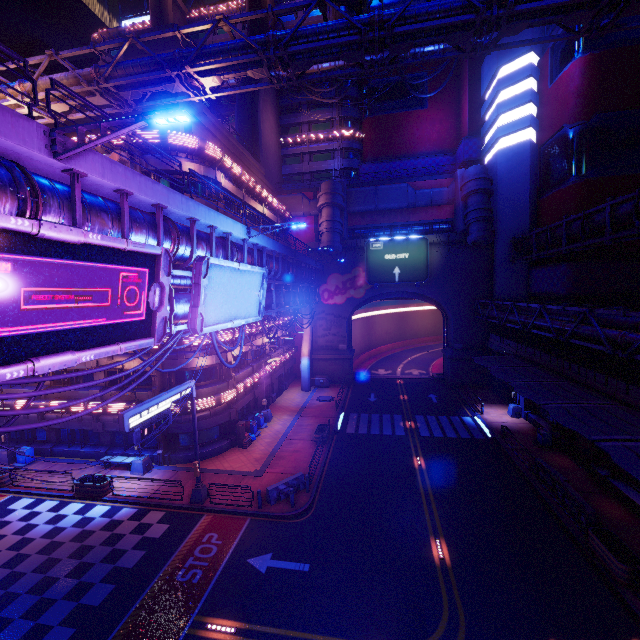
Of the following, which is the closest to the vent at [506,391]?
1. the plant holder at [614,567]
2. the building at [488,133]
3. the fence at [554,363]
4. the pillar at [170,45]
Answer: the fence at [554,363]

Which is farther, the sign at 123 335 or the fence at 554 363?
the fence at 554 363

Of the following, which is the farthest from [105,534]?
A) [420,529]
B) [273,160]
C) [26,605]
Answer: [273,160]

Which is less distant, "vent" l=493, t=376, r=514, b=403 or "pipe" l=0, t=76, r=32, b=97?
"pipe" l=0, t=76, r=32, b=97

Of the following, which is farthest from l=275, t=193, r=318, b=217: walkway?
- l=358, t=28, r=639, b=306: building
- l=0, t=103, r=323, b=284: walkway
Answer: l=358, t=28, r=639, b=306: building

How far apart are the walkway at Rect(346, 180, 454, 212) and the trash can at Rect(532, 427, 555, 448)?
27.6 meters

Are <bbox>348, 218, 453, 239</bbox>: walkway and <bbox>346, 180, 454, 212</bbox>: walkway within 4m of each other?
yes

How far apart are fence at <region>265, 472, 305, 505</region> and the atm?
6.5m
